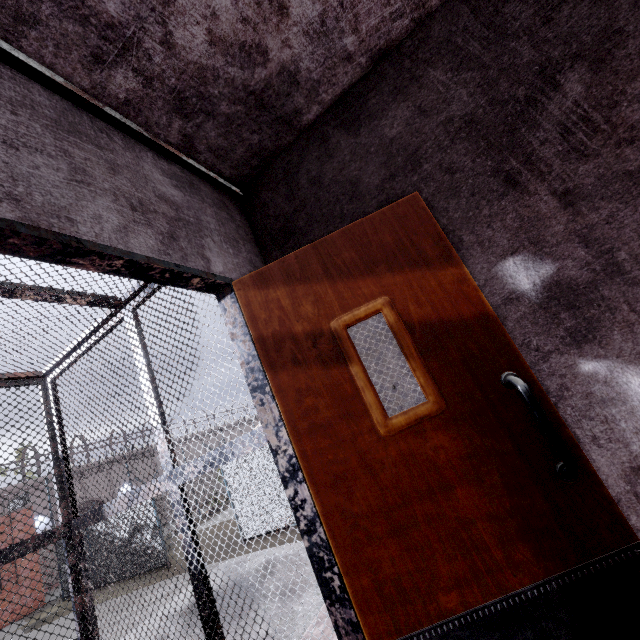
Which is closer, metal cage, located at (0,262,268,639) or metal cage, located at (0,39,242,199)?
metal cage, located at (0,39,242,199)

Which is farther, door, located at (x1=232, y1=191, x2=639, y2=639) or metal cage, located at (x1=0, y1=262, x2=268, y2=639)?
metal cage, located at (x1=0, y1=262, x2=268, y2=639)

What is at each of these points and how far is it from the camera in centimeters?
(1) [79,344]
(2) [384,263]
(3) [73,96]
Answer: (1) metal cage, 306cm
(2) door, 144cm
(3) metal cage, 127cm

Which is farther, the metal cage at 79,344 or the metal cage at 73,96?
the metal cage at 79,344

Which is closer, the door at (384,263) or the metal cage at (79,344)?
the door at (384,263)

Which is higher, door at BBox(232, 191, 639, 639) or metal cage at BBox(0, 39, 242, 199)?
metal cage at BBox(0, 39, 242, 199)
